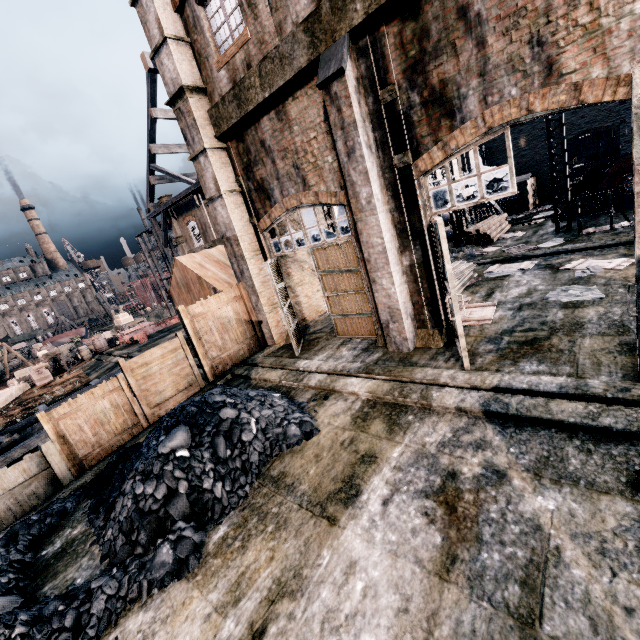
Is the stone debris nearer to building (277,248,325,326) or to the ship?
building (277,248,325,326)

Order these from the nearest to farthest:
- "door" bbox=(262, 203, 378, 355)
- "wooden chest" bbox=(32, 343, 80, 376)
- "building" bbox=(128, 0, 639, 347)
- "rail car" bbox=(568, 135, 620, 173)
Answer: "building" bbox=(128, 0, 639, 347) → "door" bbox=(262, 203, 378, 355) → "wooden chest" bbox=(32, 343, 80, 376) → "rail car" bbox=(568, 135, 620, 173)

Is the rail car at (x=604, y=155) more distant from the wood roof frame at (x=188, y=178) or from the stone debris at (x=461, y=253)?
the stone debris at (x=461, y=253)

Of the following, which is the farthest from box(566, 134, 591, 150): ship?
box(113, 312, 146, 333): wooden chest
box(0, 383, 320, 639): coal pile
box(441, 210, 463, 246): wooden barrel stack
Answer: box(0, 383, 320, 639): coal pile

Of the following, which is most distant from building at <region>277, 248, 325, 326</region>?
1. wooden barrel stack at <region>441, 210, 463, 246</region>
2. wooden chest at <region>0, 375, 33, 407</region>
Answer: wooden chest at <region>0, 375, 33, 407</region>

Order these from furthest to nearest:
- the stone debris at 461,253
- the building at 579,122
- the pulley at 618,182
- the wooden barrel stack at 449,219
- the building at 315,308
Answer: the building at 579,122 < the wooden barrel stack at 449,219 < the stone debris at 461,253 < the pulley at 618,182 < the building at 315,308

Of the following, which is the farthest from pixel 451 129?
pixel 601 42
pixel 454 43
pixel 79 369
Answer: pixel 79 369

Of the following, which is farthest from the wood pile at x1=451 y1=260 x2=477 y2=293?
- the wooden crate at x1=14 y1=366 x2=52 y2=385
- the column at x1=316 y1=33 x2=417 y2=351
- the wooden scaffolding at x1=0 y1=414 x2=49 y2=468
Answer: the wooden crate at x1=14 y1=366 x2=52 y2=385
